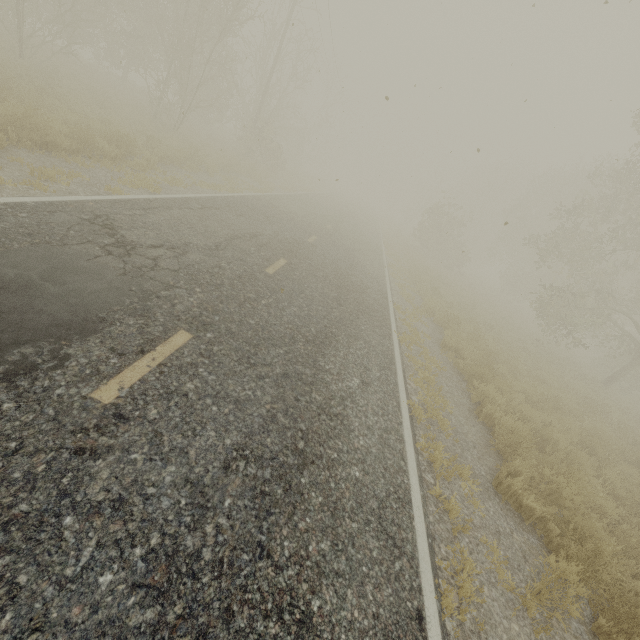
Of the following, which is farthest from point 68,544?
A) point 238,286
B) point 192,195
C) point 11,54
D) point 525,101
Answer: point 11,54

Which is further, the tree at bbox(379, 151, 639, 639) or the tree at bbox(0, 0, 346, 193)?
the tree at bbox(0, 0, 346, 193)

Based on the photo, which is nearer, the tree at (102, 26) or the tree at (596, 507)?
the tree at (596, 507)
